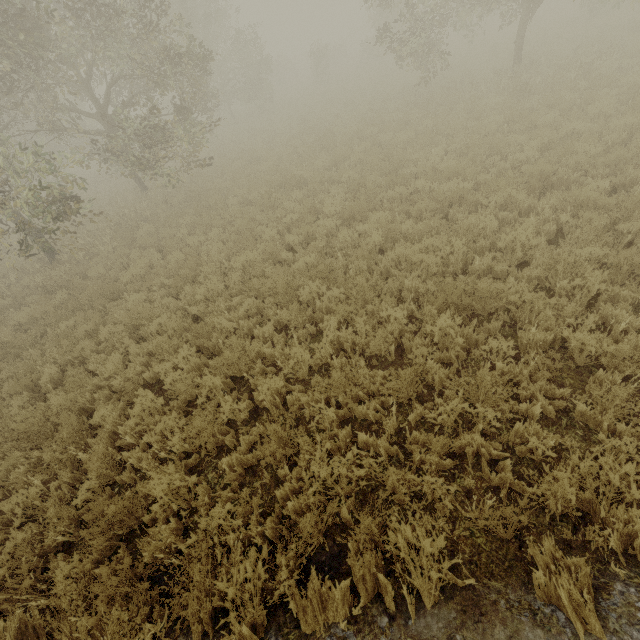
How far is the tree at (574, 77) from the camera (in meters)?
10.59

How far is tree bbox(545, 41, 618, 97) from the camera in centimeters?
1059cm

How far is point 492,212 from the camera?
7.0 meters

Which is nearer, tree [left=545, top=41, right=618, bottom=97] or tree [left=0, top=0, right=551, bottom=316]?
tree [left=0, top=0, right=551, bottom=316]

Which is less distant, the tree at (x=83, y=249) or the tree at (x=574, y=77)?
the tree at (x=83, y=249)
